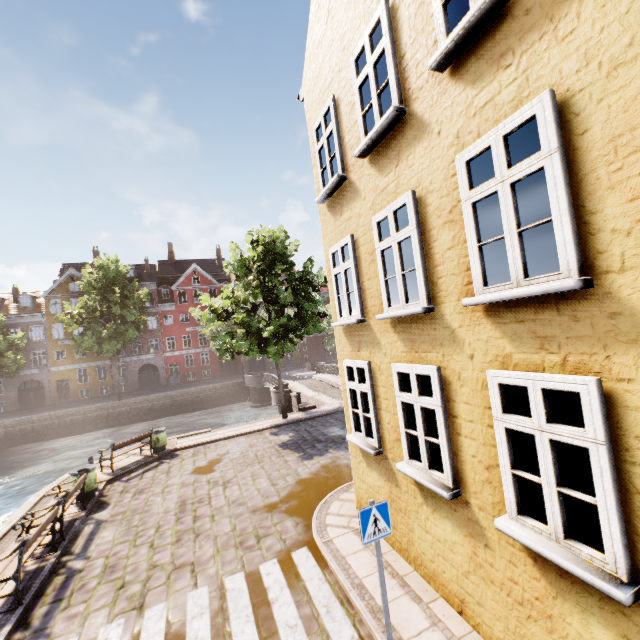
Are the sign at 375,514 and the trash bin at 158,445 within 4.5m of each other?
no

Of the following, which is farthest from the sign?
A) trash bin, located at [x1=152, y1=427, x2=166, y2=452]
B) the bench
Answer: → trash bin, located at [x1=152, y1=427, x2=166, y2=452]

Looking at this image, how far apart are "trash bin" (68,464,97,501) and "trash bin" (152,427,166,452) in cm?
354

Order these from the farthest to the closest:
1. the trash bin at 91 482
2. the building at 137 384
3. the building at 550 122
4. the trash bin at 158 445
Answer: the building at 137 384
the trash bin at 158 445
the trash bin at 91 482
the building at 550 122

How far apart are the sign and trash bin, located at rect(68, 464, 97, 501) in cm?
1037

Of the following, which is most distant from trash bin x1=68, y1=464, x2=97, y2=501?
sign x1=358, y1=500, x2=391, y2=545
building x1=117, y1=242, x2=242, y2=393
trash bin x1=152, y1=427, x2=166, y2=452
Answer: building x1=117, y1=242, x2=242, y2=393

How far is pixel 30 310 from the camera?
37.8m

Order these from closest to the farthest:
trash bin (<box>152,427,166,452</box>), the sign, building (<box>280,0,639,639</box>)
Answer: building (<box>280,0,639,639</box>)
the sign
trash bin (<box>152,427,166,452</box>)
